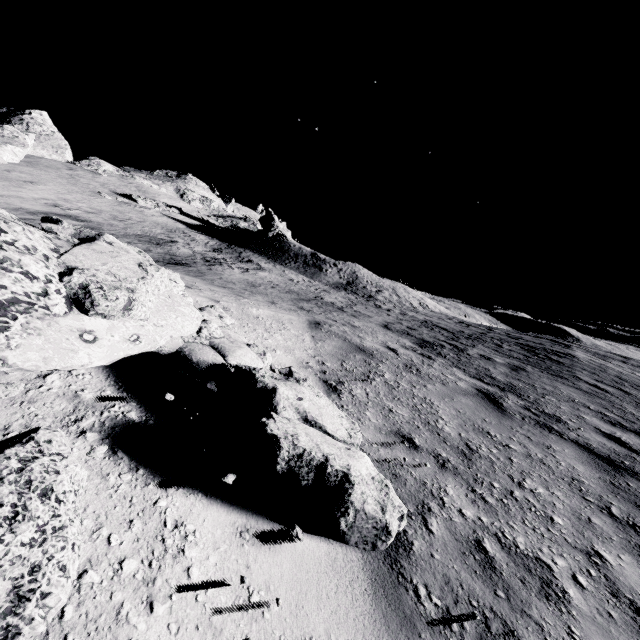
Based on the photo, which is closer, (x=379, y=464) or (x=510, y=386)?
(x=379, y=464)

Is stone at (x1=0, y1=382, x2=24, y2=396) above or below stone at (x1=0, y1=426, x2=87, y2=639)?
above

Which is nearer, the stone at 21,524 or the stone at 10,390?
the stone at 21,524

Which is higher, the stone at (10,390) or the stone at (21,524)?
the stone at (10,390)

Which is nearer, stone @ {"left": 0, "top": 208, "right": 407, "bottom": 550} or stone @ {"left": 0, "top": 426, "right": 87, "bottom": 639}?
stone @ {"left": 0, "top": 426, "right": 87, "bottom": 639}
